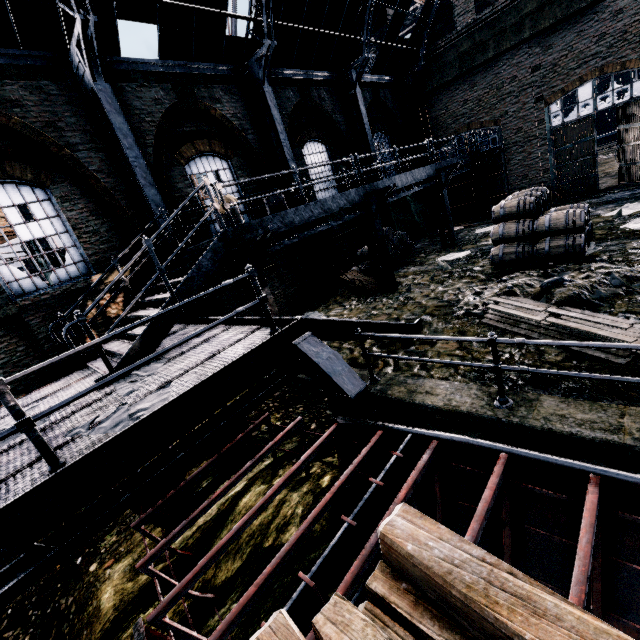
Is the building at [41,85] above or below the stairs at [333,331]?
above

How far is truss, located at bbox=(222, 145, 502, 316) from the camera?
7.9m

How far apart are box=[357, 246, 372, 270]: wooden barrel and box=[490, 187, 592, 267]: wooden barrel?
5.2 meters

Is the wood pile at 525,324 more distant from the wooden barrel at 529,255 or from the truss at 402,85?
the truss at 402,85

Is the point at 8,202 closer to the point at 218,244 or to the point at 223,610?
the point at 218,244

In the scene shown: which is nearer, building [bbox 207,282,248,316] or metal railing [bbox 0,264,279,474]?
metal railing [bbox 0,264,279,474]

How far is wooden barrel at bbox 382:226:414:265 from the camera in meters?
15.9

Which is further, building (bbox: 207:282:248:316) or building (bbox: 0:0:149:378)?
building (bbox: 207:282:248:316)
